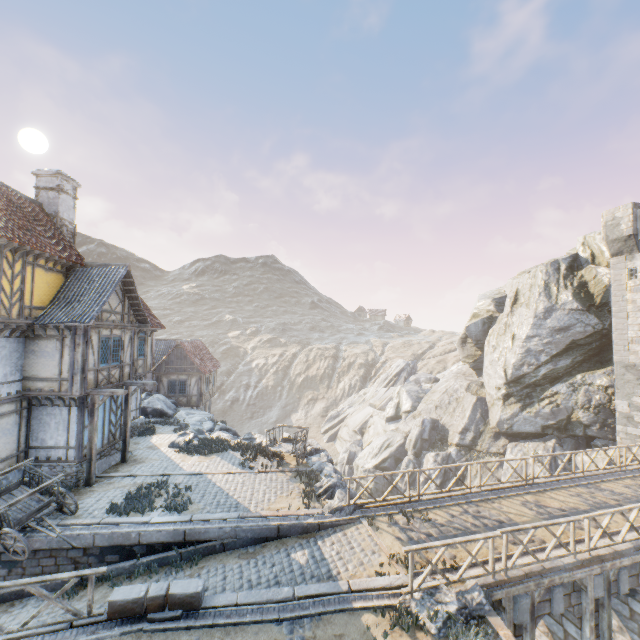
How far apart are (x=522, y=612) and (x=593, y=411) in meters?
18.6

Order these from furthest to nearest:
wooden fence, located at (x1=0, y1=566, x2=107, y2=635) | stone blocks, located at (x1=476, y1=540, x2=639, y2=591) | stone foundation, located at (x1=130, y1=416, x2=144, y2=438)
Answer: stone foundation, located at (x1=130, y1=416, x2=144, y2=438), stone blocks, located at (x1=476, y1=540, x2=639, y2=591), wooden fence, located at (x1=0, y1=566, x2=107, y2=635)

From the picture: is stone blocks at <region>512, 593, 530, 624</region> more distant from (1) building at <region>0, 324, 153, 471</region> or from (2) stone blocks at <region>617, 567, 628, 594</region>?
(1) building at <region>0, 324, 153, 471</region>

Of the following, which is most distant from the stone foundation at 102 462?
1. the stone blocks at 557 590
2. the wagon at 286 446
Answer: the stone blocks at 557 590

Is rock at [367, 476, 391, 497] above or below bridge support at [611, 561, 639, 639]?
below

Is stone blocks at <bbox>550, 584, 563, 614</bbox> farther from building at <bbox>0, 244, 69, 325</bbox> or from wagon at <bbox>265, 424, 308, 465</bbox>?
building at <bbox>0, 244, 69, 325</bbox>

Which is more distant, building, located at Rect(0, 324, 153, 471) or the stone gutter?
building, located at Rect(0, 324, 153, 471)

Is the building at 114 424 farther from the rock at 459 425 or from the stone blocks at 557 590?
the stone blocks at 557 590
